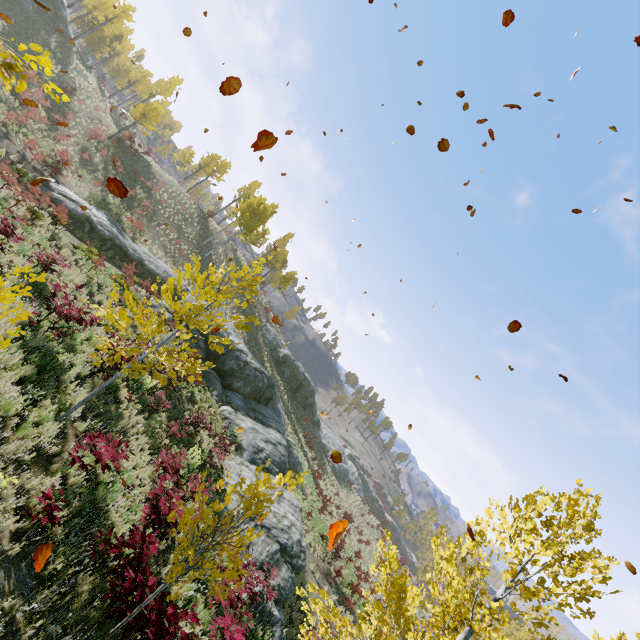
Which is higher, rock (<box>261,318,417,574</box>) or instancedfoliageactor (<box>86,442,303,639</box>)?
rock (<box>261,318,417,574</box>)

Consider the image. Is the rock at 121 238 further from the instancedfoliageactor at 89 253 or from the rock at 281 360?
the instancedfoliageactor at 89 253

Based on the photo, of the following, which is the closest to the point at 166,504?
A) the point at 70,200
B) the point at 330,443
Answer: the point at 70,200

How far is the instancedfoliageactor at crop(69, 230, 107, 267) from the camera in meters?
14.9 m

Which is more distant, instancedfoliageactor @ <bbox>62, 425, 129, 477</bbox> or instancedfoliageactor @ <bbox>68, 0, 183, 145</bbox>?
instancedfoliageactor @ <bbox>68, 0, 183, 145</bbox>

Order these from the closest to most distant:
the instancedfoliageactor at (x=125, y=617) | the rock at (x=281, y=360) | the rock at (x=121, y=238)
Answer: the instancedfoliageactor at (x=125, y=617) → the rock at (x=121, y=238) → the rock at (x=281, y=360)

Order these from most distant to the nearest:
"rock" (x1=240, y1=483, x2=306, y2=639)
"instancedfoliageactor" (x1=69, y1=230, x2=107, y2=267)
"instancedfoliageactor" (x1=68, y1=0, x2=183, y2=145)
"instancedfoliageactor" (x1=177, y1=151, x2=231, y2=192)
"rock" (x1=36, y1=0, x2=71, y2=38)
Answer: "instancedfoliageactor" (x1=177, y1=151, x2=231, y2=192) → "rock" (x1=36, y1=0, x2=71, y2=38) → "instancedfoliageactor" (x1=68, y1=0, x2=183, y2=145) → "instancedfoliageactor" (x1=69, y1=230, x2=107, y2=267) → "rock" (x1=240, y1=483, x2=306, y2=639)
